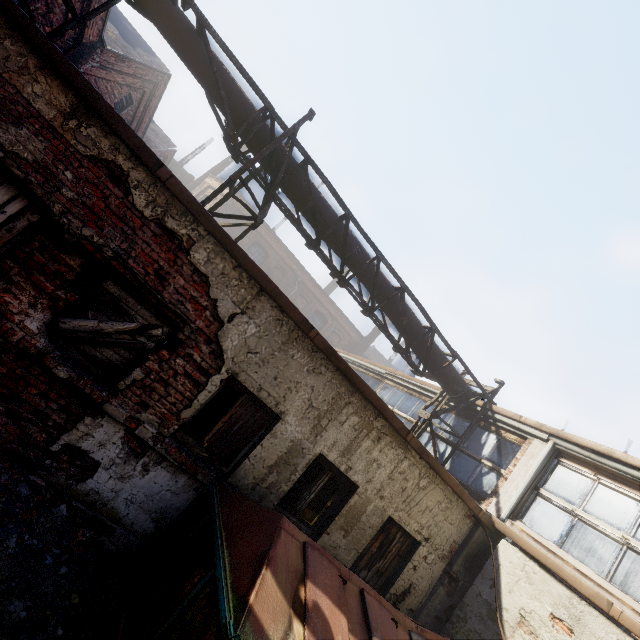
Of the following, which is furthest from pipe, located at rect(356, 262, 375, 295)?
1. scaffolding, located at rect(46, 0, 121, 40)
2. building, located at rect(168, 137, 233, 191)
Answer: building, located at rect(168, 137, 233, 191)

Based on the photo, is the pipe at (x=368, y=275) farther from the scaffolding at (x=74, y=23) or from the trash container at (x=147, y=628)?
the trash container at (x=147, y=628)

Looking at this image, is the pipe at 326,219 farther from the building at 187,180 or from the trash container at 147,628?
the building at 187,180

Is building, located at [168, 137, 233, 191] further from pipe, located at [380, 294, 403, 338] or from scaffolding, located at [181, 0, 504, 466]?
pipe, located at [380, 294, 403, 338]

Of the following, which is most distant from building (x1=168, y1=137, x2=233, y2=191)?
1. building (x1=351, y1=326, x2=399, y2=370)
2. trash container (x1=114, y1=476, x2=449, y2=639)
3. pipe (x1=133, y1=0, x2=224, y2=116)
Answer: trash container (x1=114, y1=476, x2=449, y2=639)

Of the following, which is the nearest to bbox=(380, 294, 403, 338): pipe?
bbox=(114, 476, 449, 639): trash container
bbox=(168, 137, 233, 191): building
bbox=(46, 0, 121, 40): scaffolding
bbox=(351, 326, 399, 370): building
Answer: bbox=(46, 0, 121, 40): scaffolding

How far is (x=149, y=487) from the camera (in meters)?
4.07

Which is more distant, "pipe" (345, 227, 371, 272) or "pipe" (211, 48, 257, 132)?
"pipe" (345, 227, 371, 272)
